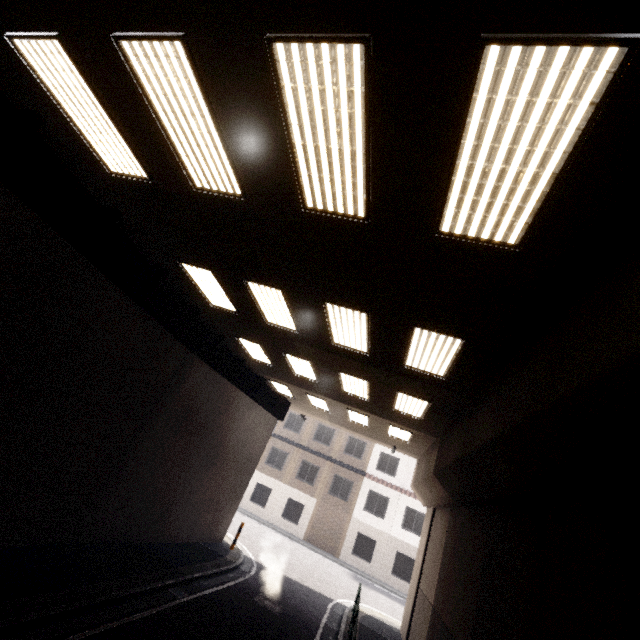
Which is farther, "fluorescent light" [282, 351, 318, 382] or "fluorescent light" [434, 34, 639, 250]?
"fluorescent light" [282, 351, 318, 382]

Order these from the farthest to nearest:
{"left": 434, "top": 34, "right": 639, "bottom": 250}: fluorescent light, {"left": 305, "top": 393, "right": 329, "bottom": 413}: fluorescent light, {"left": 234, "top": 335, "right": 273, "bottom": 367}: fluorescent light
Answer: {"left": 305, "top": 393, "right": 329, "bottom": 413}: fluorescent light → {"left": 234, "top": 335, "right": 273, "bottom": 367}: fluorescent light → {"left": 434, "top": 34, "right": 639, "bottom": 250}: fluorescent light

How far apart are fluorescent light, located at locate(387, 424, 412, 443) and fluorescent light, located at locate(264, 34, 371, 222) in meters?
10.6 m

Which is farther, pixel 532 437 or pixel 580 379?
pixel 532 437

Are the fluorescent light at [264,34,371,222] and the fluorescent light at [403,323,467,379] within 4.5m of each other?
yes

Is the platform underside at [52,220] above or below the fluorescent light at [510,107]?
below

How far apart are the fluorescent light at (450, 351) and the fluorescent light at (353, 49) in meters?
2.5

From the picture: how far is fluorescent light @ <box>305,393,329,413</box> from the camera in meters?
14.2
